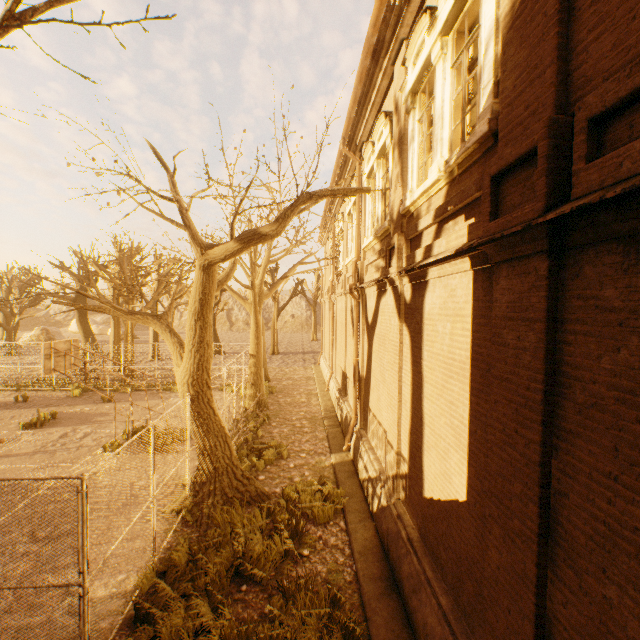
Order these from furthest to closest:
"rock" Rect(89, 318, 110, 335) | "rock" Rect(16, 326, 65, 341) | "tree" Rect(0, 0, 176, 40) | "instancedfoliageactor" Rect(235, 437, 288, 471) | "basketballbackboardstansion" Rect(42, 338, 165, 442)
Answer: "rock" Rect(89, 318, 110, 335) → "rock" Rect(16, 326, 65, 341) → "basketballbackboardstansion" Rect(42, 338, 165, 442) → "instancedfoliageactor" Rect(235, 437, 288, 471) → "tree" Rect(0, 0, 176, 40)

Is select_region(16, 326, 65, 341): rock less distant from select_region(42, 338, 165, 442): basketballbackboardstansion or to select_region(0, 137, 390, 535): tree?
select_region(0, 137, 390, 535): tree

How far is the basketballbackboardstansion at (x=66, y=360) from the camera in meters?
11.2 m

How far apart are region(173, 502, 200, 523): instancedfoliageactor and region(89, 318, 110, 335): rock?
58.8m

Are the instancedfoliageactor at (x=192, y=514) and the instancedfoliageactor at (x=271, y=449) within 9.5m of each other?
yes

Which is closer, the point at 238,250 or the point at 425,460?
the point at 425,460

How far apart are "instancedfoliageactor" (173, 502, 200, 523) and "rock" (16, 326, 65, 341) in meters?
45.9

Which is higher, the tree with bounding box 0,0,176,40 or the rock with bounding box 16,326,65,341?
the tree with bounding box 0,0,176,40
